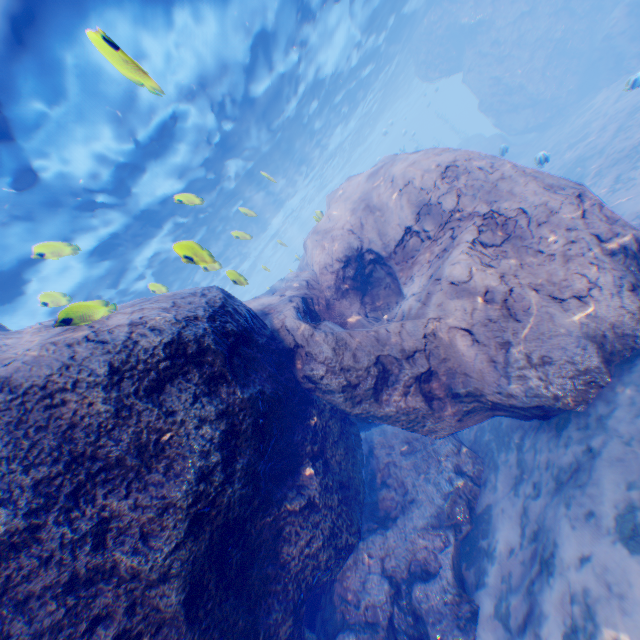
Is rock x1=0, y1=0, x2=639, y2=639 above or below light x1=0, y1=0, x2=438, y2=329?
below

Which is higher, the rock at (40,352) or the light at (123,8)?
the light at (123,8)

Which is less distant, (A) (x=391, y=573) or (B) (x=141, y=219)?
(A) (x=391, y=573)

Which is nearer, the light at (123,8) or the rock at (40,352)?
the rock at (40,352)

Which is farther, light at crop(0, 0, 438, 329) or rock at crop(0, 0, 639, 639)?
light at crop(0, 0, 438, 329)
